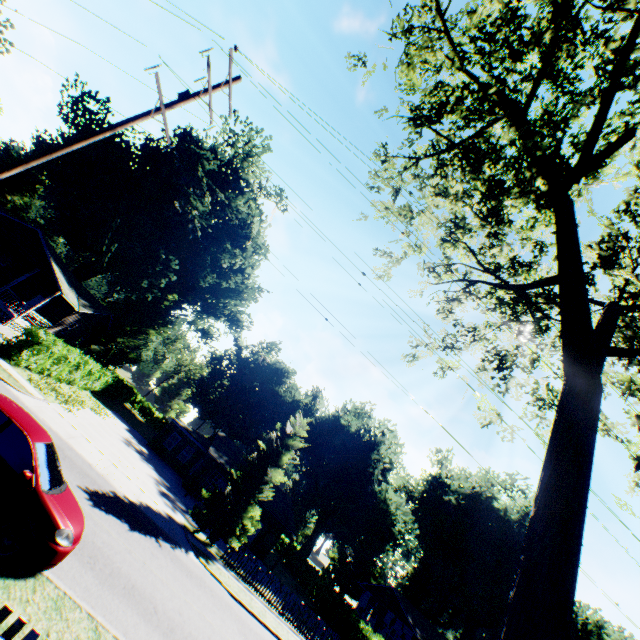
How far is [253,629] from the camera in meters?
13.4

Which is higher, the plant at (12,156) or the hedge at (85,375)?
the plant at (12,156)

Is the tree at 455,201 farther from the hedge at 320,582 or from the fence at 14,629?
the hedge at 320,582

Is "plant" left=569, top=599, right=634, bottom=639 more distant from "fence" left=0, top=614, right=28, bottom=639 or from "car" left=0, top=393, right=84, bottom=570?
"car" left=0, top=393, right=84, bottom=570

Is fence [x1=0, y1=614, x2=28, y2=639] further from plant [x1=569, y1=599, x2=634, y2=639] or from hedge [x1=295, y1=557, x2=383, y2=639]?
hedge [x1=295, y1=557, x2=383, y2=639]

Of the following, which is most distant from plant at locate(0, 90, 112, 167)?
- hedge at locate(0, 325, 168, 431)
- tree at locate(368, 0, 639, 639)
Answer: hedge at locate(0, 325, 168, 431)

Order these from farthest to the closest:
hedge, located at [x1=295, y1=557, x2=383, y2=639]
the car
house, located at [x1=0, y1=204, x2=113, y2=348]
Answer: hedge, located at [x1=295, y1=557, x2=383, y2=639]
house, located at [x1=0, y1=204, x2=113, y2=348]
the car

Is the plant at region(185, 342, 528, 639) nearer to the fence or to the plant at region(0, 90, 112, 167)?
the fence
